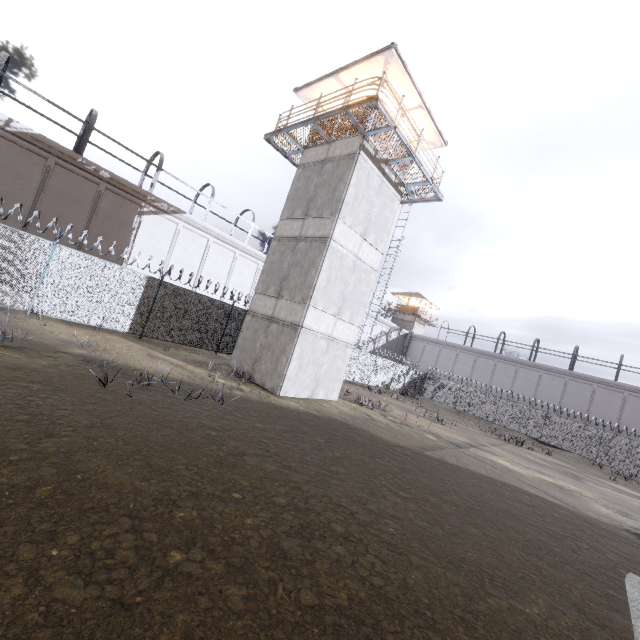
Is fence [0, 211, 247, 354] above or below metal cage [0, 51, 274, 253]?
below

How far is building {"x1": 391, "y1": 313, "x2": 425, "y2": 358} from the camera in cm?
5016

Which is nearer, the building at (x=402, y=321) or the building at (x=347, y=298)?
the building at (x=347, y=298)

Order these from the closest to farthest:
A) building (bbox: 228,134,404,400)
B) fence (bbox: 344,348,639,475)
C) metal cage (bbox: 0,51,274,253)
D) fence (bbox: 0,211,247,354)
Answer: fence (bbox: 0,211,247,354) → building (bbox: 228,134,404,400) → metal cage (bbox: 0,51,274,253) → fence (bbox: 344,348,639,475)

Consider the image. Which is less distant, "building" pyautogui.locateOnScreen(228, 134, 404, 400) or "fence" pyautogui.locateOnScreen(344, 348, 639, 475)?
"building" pyautogui.locateOnScreen(228, 134, 404, 400)

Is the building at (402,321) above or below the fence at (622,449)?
above

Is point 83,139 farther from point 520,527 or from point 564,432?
point 564,432
